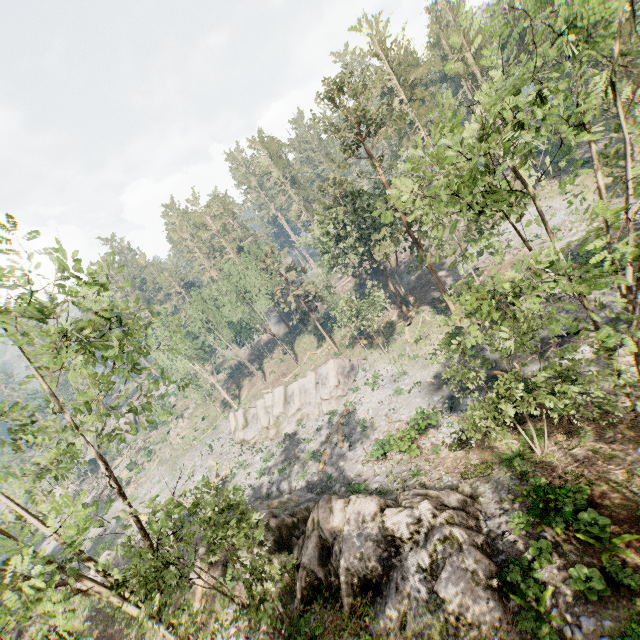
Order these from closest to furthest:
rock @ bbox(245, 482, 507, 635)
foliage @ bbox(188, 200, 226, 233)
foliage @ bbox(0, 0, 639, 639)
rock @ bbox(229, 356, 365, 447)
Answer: foliage @ bbox(0, 0, 639, 639)
rock @ bbox(245, 482, 507, 635)
rock @ bbox(229, 356, 365, 447)
foliage @ bbox(188, 200, 226, 233)

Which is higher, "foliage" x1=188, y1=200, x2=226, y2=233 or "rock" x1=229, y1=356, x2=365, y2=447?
"foliage" x1=188, y1=200, x2=226, y2=233

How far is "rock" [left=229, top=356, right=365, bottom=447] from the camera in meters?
36.8

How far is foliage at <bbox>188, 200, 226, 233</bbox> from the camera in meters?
57.7

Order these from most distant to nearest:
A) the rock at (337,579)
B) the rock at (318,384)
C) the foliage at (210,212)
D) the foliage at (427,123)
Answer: the foliage at (210,212)
the rock at (318,384)
the rock at (337,579)
the foliage at (427,123)

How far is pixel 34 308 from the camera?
6.7m

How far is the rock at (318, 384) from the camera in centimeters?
3684cm
